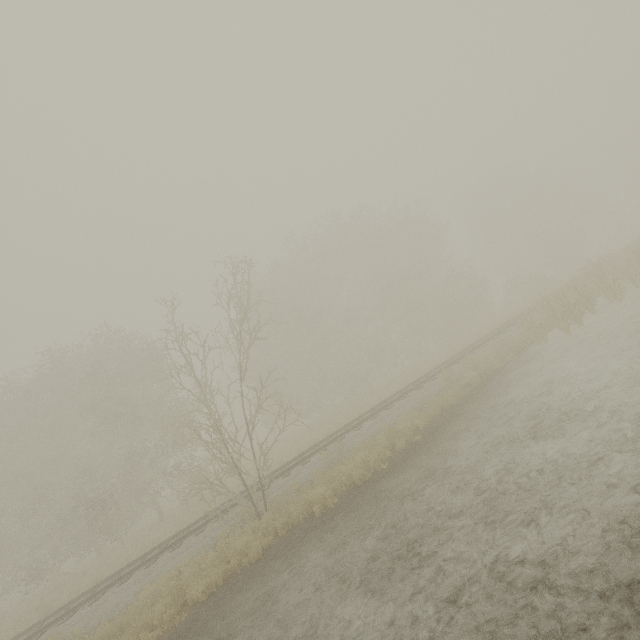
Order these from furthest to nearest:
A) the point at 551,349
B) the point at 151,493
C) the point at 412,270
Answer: the point at 412,270 < the point at 151,493 < the point at 551,349
